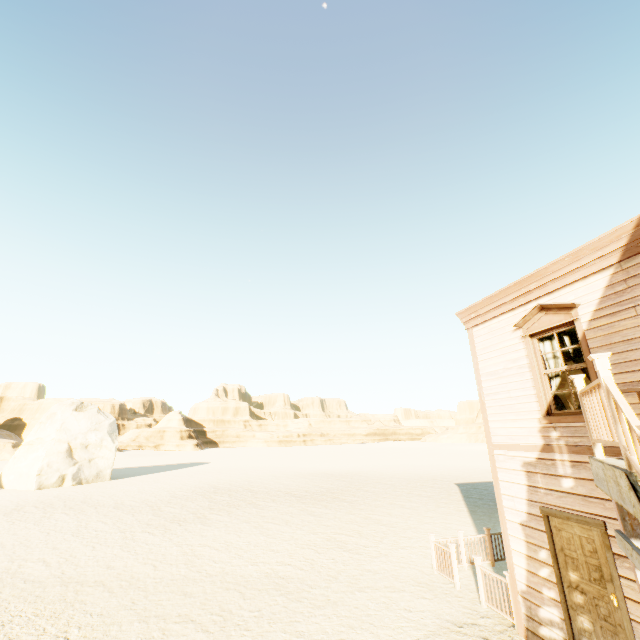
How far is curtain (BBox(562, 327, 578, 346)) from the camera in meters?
6.2

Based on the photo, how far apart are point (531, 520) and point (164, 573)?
10.2 meters

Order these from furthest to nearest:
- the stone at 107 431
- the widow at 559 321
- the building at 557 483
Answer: the stone at 107 431
the widow at 559 321
the building at 557 483

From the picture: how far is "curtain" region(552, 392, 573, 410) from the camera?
6.3 meters

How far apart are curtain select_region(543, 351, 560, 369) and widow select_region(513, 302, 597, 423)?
0.1m

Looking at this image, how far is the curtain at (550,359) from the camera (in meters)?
6.48

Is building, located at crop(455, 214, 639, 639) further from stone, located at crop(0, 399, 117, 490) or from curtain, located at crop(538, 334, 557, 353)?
stone, located at crop(0, 399, 117, 490)

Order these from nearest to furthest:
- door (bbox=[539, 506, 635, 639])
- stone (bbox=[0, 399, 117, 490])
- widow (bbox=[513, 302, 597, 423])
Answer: door (bbox=[539, 506, 635, 639]), widow (bbox=[513, 302, 597, 423]), stone (bbox=[0, 399, 117, 490])
